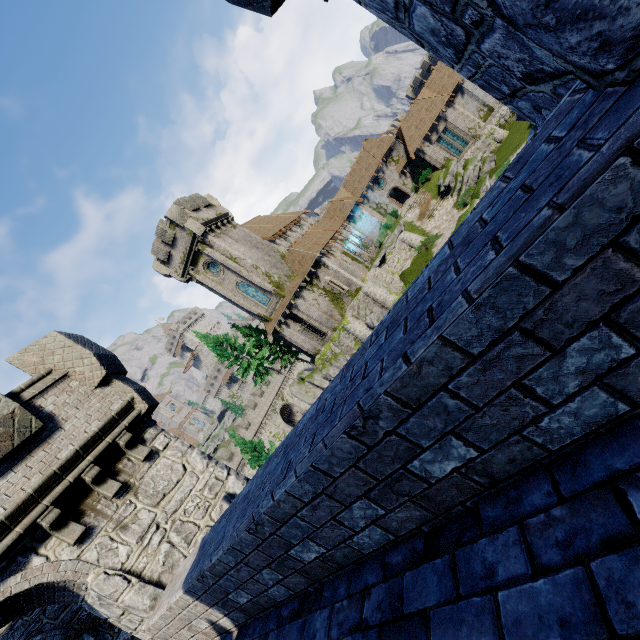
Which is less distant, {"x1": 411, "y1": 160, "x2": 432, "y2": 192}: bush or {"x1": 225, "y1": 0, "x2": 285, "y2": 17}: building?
{"x1": 225, "y1": 0, "x2": 285, "y2": 17}: building

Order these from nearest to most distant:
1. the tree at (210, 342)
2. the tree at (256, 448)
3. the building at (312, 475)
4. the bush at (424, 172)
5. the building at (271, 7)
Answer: the building at (312, 475)
the building at (271, 7)
the tree at (256, 448)
the tree at (210, 342)
the bush at (424, 172)

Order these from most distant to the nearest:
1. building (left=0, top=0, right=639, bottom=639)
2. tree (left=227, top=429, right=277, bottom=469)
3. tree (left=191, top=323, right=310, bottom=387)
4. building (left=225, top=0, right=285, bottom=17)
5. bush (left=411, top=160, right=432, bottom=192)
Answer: bush (left=411, top=160, right=432, bottom=192), tree (left=191, top=323, right=310, bottom=387), tree (left=227, top=429, right=277, bottom=469), building (left=225, top=0, right=285, bottom=17), building (left=0, top=0, right=639, bottom=639)

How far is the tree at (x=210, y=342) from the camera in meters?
36.3

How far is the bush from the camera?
40.09m

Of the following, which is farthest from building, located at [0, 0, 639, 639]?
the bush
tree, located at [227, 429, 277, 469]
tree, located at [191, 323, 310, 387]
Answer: the bush

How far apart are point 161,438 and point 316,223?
39.6 meters
